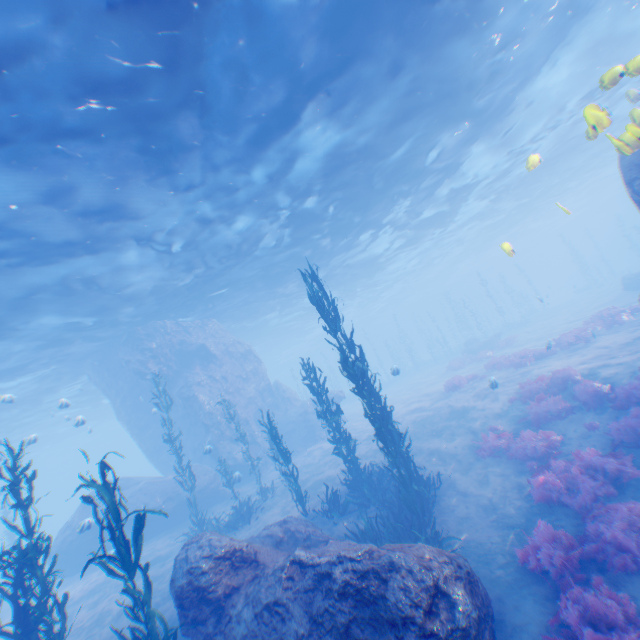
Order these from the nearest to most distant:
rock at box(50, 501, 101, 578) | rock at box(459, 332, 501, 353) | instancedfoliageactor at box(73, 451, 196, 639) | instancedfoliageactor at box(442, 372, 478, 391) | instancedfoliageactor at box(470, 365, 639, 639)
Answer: instancedfoliageactor at box(470, 365, 639, 639)
instancedfoliageactor at box(73, 451, 196, 639)
rock at box(50, 501, 101, 578)
instancedfoliageactor at box(442, 372, 478, 391)
rock at box(459, 332, 501, 353)

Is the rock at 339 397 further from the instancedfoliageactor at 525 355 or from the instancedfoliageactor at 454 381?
the instancedfoliageactor at 454 381

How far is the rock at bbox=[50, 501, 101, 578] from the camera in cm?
1725

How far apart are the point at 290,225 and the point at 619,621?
18.1m

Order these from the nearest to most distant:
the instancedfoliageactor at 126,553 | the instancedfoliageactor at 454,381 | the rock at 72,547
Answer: the instancedfoliageactor at 126,553, the rock at 72,547, the instancedfoliageactor at 454,381

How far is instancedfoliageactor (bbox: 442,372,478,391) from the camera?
19.8m

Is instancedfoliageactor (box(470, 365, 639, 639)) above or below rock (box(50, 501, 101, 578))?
below

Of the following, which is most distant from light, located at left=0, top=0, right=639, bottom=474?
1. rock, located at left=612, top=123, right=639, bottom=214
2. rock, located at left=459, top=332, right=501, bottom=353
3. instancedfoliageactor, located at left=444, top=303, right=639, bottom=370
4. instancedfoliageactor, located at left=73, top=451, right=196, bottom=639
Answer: rock, located at left=459, top=332, right=501, bottom=353
